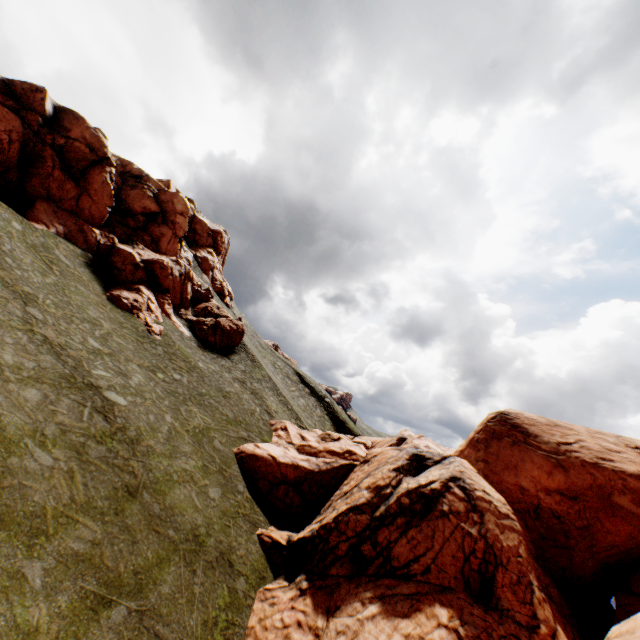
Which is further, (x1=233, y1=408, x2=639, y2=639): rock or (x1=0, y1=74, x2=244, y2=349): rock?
(x1=0, y1=74, x2=244, y2=349): rock

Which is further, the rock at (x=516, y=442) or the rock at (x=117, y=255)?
the rock at (x=117, y=255)

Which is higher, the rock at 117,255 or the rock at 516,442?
the rock at 117,255

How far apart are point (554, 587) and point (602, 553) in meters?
3.6 m

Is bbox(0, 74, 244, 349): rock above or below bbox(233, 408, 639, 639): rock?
above
